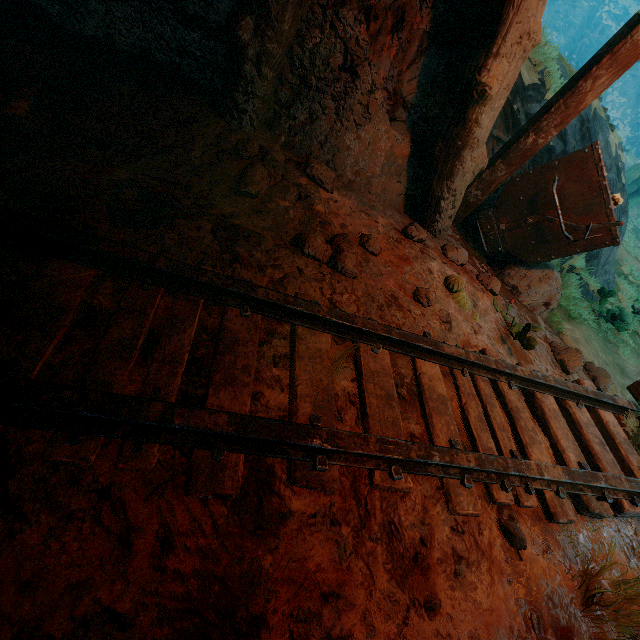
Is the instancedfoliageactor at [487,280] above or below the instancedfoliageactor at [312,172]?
below

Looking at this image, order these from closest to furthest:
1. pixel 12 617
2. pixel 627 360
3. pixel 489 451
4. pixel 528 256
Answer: pixel 12 617, pixel 489 451, pixel 528 256, pixel 627 360

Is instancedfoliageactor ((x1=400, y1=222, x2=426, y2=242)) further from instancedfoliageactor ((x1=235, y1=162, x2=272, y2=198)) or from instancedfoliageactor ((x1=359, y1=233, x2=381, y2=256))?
instancedfoliageactor ((x1=235, y1=162, x2=272, y2=198))

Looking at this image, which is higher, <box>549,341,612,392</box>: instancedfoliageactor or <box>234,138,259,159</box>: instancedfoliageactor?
<box>234,138,259,159</box>: instancedfoliageactor

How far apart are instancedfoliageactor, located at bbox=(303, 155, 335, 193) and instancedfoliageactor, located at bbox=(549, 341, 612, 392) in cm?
286

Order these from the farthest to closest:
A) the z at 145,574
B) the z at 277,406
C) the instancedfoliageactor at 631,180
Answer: the instancedfoliageactor at 631,180 → the z at 277,406 → the z at 145,574

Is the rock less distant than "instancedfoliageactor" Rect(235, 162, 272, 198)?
No

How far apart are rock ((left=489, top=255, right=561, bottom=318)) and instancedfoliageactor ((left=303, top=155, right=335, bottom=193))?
2.4 meters
